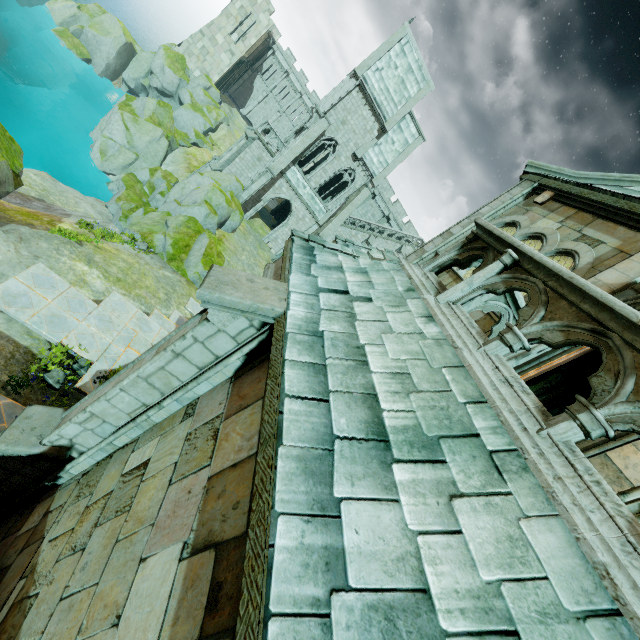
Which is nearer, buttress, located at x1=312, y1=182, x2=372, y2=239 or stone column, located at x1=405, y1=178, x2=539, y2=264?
stone column, located at x1=405, y1=178, x2=539, y2=264

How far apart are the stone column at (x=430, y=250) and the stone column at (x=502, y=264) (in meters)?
5.39

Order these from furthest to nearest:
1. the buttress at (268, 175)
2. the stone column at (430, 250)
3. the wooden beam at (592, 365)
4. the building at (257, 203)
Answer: the building at (257, 203)
the buttress at (268, 175)
the wooden beam at (592, 365)
the stone column at (430, 250)

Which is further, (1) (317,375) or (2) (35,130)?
(2) (35,130)

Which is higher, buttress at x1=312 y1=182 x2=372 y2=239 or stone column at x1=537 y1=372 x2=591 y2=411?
stone column at x1=537 y1=372 x2=591 y2=411

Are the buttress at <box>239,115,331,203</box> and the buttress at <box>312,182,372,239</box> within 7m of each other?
yes

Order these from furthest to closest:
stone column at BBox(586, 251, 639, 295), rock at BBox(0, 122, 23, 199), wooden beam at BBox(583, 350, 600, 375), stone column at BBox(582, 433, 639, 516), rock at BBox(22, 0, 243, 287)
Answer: rock at BBox(22, 0, 243, 287) < wooden beam at BBox(583, 350, 600, 375) < rock at BBox(0, 122, 23, 199) < stone column at BBox(586, 251, 639, 295) < stone column at BBox(582, 433, 639, 516)

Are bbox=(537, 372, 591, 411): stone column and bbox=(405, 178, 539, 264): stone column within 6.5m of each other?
no
